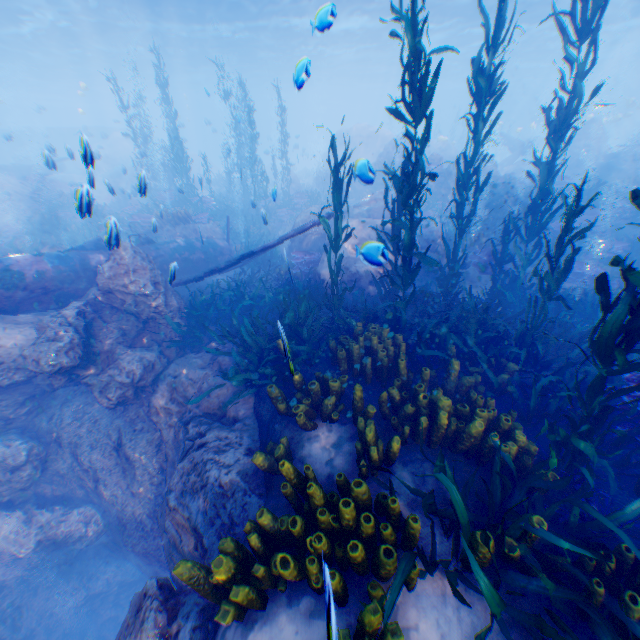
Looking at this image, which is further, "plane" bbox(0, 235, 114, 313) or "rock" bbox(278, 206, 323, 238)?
"rock" bbox(278, 206, 323, 238)

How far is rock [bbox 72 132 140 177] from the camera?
4.30m

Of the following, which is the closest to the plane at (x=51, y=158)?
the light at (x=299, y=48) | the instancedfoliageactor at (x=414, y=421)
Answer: the instancedfoliageactor at (x=414, y=421)

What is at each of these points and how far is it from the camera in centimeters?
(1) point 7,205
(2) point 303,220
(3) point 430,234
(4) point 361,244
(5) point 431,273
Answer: (1) instancedfoliageactor, 1748cm
(2) rock, 1245cm
(3) rock, 1188cm
(4) rock, 993cm
(5) rock, 1165cm

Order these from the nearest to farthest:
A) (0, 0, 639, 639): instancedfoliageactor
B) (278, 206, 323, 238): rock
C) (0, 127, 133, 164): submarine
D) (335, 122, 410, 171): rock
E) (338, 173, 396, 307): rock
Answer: (0, 0, 639, 639): instancedfoliageactor < (338, 173, 396, 307): rock < (278, 206, 323, 238): rock < (0, 127, 133, 164): submarine < (335, 122, 410, 171): rock

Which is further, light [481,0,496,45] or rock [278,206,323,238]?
light [481,0,496,45]

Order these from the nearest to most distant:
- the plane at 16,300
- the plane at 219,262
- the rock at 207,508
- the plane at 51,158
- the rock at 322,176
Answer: the rock at 207,508 → the plane at 16,300 → the plane at 219,262 → the plane at 51,158 → the rock at 322,176

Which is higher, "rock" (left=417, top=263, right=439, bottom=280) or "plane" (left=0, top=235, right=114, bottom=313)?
"plane" (left=0, top=235, right=114, bottom=313)
